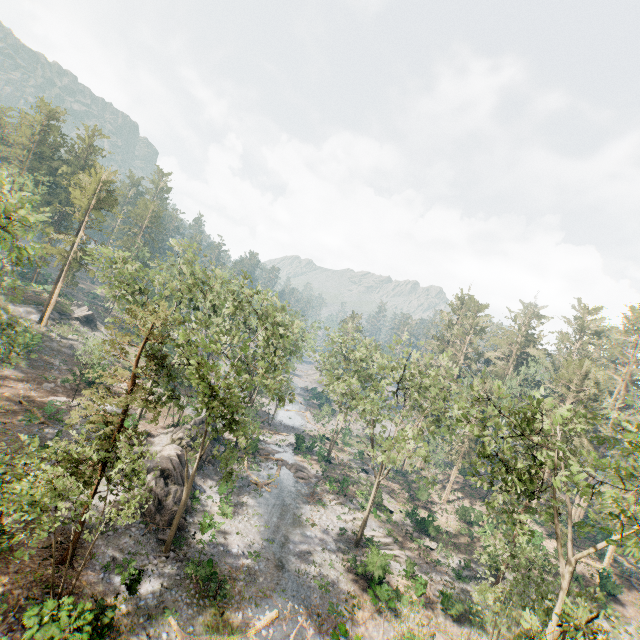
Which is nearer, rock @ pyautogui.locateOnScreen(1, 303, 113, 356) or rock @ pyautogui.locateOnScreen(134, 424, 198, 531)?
rock @ pyautogui.locateOnScreen(134, 424, 198, 531)

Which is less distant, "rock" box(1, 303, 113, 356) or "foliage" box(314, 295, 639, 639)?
"foliage" box(314, 295, 639, 639)

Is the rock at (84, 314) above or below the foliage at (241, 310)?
below

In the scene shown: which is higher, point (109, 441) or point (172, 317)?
point (172, 317)

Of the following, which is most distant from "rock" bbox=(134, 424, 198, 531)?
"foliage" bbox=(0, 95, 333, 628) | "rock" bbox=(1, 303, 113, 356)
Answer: "rock" bbox=(1, 303, 113, 356)

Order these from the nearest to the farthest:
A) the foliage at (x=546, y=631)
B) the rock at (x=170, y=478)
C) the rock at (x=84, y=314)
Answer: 1. the foliage at (x=546, y=631)
2. the rock at (x=170, y=478)
3. the rock at (x=84, y=314)

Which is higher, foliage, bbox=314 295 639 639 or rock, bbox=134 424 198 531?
foliage, bbox=314 295 639 639

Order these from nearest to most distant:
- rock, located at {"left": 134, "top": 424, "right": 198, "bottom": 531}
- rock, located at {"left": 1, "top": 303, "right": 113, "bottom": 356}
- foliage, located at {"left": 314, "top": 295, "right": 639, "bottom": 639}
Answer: foliage, located at {"left": 314, "top": 295, "right": 639, "bottom": 639}
rock, located at {"left": 134, "top": 424, "right": 198, "bottom": 531}
rock, located at {"left": 1, "top": 303, "right": 113, "bottom": 356}
